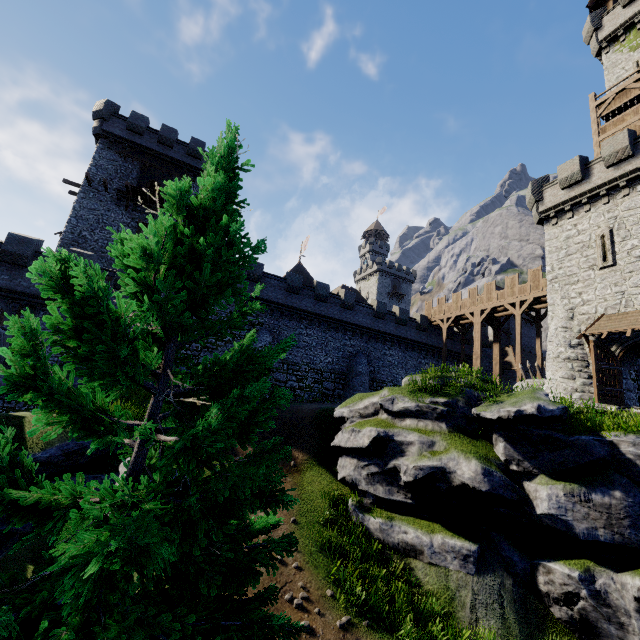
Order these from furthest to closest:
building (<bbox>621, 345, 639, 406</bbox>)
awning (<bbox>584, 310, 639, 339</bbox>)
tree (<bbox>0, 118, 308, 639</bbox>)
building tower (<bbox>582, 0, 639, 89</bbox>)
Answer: building tower (<bbox>582, 0, 639, 89</bbox>) < building (<bbox>621, 345, 639, 406</bbox>) < awning (<bbox>584, 310, 639, 339</bbox>) < tree (<bbox>0, 118, 308, 639</bbox>)

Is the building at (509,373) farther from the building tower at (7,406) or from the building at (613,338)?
the building tower at (7,406)

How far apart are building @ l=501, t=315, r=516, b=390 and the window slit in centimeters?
1915cm

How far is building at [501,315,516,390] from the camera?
37.1 meters

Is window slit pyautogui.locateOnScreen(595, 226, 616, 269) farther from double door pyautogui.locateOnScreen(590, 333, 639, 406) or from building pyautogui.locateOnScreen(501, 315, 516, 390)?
building pyautogui.locateOnScreen(501, 315, 516, 390)

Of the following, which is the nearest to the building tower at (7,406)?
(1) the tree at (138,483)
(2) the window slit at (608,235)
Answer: (1) the tree at (138,483)

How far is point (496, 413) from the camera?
11.3m

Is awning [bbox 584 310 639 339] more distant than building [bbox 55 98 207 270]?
No
